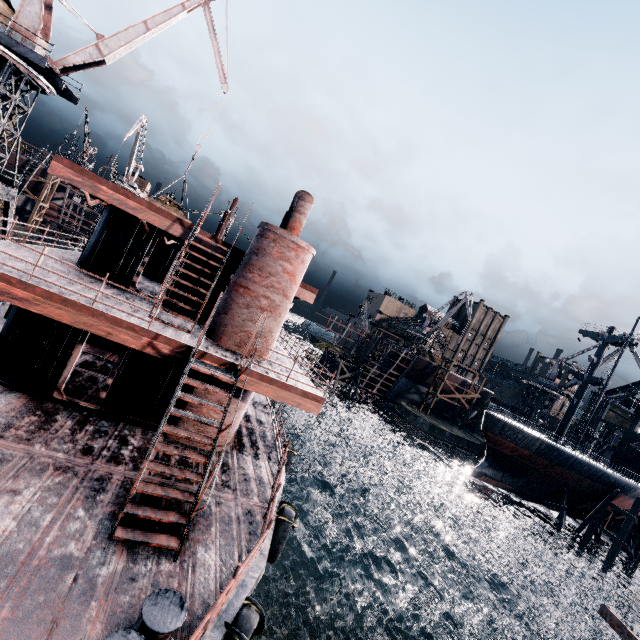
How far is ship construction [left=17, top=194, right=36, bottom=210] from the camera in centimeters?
5172cm

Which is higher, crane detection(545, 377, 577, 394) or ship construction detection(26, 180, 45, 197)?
crane detection(545, 377, 577, 394)

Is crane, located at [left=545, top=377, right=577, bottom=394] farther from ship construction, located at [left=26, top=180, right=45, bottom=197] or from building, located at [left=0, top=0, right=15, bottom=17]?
ship construction, located at [left=26, top=180, right=45, bottom=197]

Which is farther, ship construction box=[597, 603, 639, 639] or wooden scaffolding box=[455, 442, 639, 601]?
wooden scaffolding box=[455, 442, 639, 601]

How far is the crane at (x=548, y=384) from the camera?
58.2m

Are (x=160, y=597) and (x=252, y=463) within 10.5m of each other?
yes

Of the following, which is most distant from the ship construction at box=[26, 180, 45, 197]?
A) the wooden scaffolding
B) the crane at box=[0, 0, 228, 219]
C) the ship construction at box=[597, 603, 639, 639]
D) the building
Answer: the wooden scaffolding

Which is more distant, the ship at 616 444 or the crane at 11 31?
the ship at 616 444
